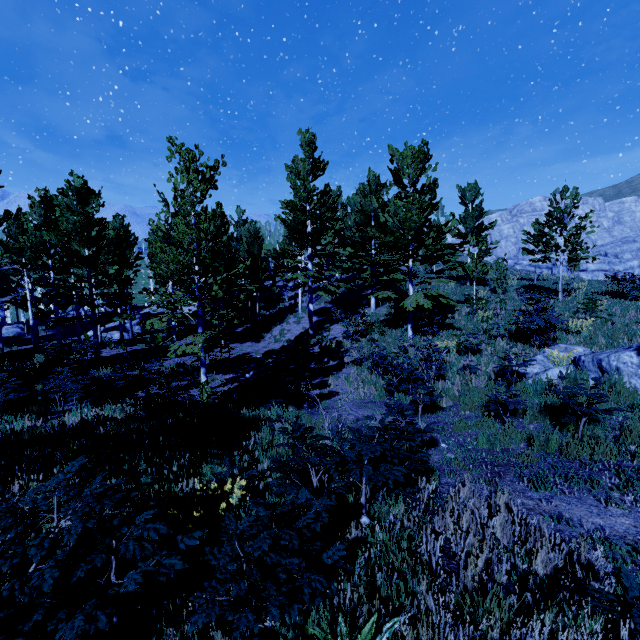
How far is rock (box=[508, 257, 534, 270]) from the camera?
57.75m

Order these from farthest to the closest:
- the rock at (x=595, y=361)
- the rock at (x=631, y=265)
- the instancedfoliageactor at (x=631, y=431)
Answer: the rock at (x=631, y=265), the rock at (x=595, y=361), the instancedfoliageactor at (x=631, y=431)

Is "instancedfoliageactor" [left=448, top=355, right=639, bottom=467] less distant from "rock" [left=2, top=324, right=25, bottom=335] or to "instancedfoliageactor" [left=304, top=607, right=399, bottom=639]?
"instancedfoliageactor" [left=304, top=607, right=399, bottom=639]

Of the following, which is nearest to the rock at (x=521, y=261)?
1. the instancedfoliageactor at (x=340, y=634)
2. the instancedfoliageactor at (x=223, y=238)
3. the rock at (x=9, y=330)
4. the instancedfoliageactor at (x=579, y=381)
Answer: the instancedfoliageactor at (x=223, y=238)

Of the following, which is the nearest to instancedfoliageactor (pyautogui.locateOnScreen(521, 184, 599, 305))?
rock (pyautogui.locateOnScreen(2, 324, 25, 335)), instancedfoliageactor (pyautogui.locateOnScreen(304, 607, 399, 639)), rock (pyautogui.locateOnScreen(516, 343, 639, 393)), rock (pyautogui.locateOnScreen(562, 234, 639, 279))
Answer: rock (pyautogui.locateOnScreen(2, 324, 25, 335))

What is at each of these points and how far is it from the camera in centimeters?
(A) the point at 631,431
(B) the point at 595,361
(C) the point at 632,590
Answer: (A) instancedfoliageactor, 566cm
(B) rock, 781cm
(C) instancedfoliageactor, 234cm

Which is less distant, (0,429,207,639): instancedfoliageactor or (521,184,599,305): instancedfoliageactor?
(0,429,207,639): instancedfoliageactor
